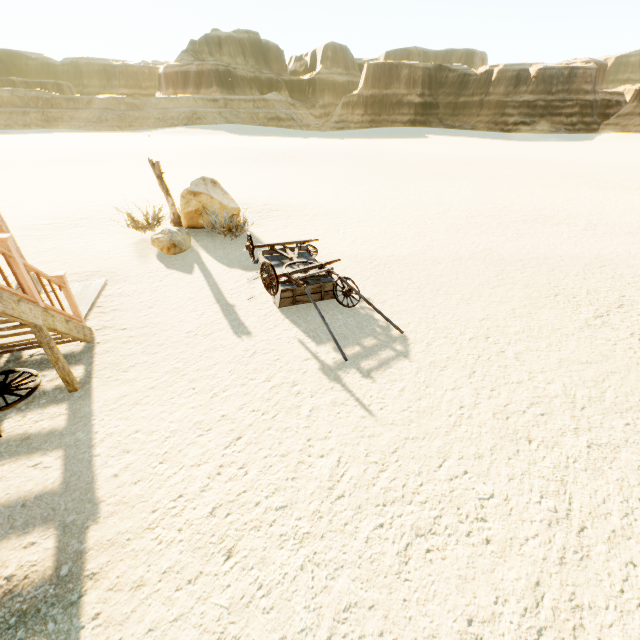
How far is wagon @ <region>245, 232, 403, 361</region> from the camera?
6.18m

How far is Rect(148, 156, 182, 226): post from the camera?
9.8m

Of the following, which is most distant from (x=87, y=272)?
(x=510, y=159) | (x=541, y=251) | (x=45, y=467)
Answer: (x=510, y=159)

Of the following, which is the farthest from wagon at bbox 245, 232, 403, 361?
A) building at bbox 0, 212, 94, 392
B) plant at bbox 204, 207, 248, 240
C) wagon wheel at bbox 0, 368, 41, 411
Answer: wagon wheel at bbox 0, 368, 41, 411

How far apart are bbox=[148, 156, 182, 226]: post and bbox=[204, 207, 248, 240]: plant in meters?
1.2

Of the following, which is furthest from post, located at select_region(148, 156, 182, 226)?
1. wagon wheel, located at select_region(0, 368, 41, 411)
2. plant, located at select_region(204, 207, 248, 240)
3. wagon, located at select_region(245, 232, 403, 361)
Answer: wagon wheel, located at select_region(0, 368, 41, 411)

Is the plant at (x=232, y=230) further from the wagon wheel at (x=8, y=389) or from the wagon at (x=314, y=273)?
the wagon wheel at (x=8, y=389)

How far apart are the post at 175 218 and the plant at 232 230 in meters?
1.2
